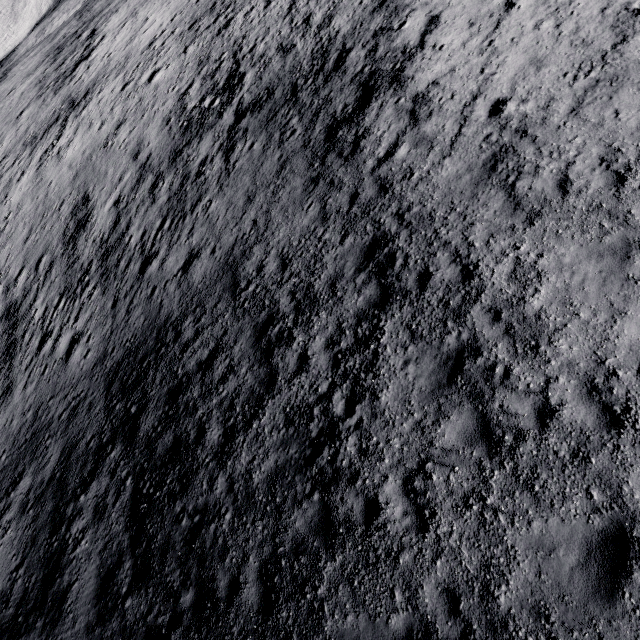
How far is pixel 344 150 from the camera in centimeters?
1198cm
